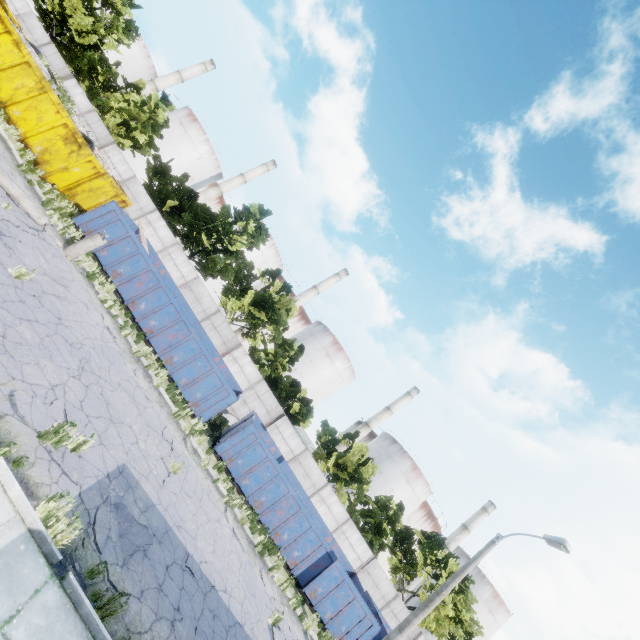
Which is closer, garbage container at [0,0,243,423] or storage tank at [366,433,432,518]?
garbage container at [0,0,243,423]

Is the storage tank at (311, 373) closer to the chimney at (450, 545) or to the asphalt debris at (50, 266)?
the chimney at (450, 545)

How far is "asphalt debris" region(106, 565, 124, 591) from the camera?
5.4 meters

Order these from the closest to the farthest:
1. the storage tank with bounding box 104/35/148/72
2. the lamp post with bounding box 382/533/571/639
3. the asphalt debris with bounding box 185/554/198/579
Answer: the asphalt debris with bounding box 185/554/198/579 → the lamp post with bounding box 382/533/571/639 → the storage tank with bounding box 104/35/148/72

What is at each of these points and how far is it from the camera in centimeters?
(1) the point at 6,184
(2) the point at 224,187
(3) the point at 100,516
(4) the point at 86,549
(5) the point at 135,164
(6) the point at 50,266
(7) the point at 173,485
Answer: (1) lamp post, 1052cm
(2) chimney, 5569cm
(3) asphalt debris, 609cm
(4) asphalt debris, 539cm
(5) storage tank, 5322cm
(6) asphalt debris, 1056cm
(7) asphalt debris, 962cm

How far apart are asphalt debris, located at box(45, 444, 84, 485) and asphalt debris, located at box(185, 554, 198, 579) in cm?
341

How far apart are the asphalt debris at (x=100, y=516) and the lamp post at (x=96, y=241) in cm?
1033

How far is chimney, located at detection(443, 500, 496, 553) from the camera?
54.1m
